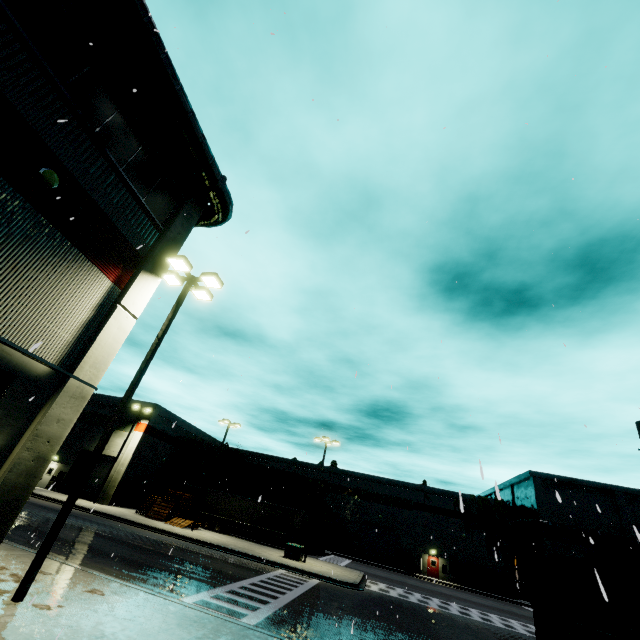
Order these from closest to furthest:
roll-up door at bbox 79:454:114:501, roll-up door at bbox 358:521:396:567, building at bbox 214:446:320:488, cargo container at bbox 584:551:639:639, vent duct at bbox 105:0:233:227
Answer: cargo container at bbox 584:551:639:639 < vent duct at bbox 105:0:233:227 < roll-up door at bbox 79:454:114:501 < roll-up door at bbox 358:521:396:567 < building at bbox 214:446:320:488

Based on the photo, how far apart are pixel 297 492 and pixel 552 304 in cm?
4208

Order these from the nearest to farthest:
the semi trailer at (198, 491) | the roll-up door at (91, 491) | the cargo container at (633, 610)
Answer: the cargo container at (633, 610) < the roll-up door at (91, 491) < the semi trailer at (198, 491)

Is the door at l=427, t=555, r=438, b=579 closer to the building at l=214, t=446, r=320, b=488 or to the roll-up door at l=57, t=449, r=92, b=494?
the building at l=214, t=446, r=320, b=488

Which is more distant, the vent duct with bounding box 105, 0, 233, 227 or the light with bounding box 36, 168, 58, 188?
the vent duct with bounding box 105, 0, 233, 227

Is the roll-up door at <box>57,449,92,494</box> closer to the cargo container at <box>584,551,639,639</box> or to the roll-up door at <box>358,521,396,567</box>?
the cargo container at <box>584,551,639,639</box>

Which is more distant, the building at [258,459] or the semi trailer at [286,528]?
the building at [258,459]

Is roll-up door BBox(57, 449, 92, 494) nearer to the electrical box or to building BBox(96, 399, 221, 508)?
building BBox(96, 399, 221, 508)
